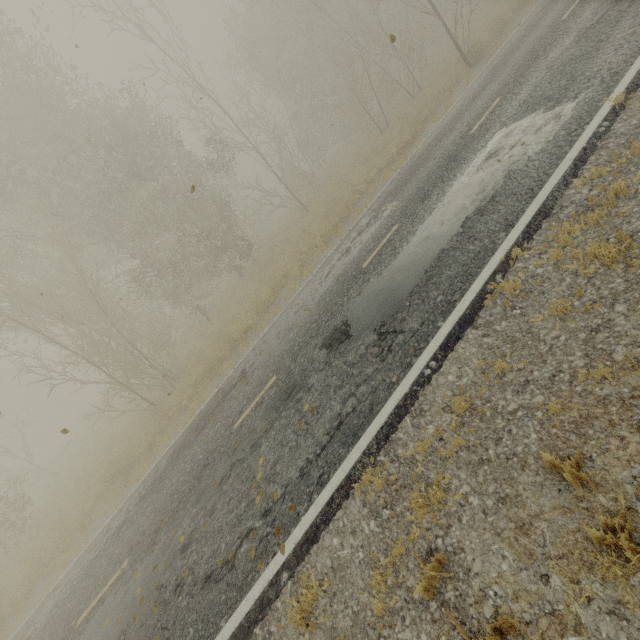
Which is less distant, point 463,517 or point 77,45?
point 463,517
